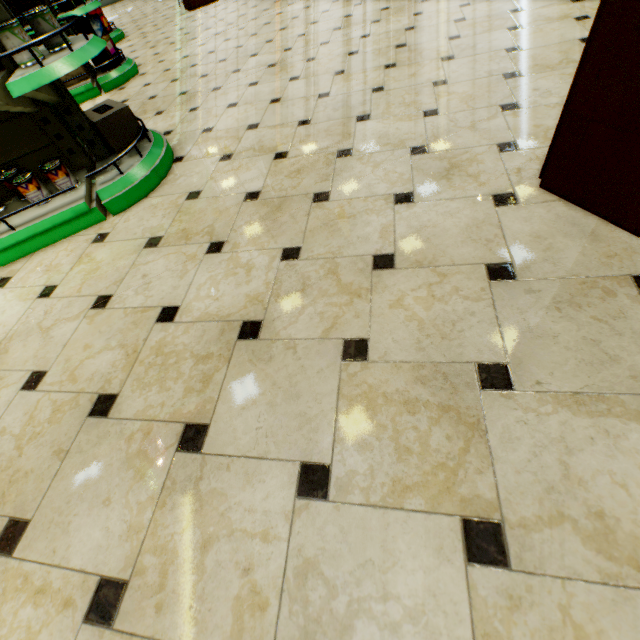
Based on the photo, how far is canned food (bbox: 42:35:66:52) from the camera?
1.8m

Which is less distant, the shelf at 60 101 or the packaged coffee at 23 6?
the shelf at 60 101

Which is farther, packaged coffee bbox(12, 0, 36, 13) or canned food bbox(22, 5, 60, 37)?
packaged coffee bbox(12, 0, 36, 13)

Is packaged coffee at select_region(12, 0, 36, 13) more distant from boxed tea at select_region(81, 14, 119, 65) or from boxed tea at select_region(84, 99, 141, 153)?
boxed tea at select_region(84, 99, 141, 153)

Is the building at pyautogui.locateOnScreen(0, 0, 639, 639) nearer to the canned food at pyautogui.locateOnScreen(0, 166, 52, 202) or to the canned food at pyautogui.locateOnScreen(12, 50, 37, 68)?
the canned food at pyautogui.locateOnScreen(0, 166, 52, 202)

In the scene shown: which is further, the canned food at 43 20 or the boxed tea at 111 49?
the boxed tea at 111 49

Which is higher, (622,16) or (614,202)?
(622,16)
